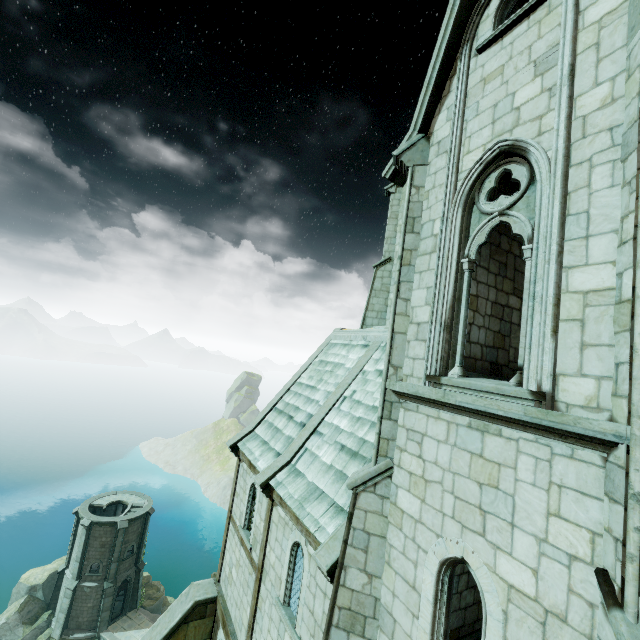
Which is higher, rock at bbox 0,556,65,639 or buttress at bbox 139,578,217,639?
buttress at bbox 139,578,217,639

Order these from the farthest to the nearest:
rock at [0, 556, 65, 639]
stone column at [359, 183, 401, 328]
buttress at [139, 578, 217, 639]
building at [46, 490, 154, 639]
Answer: building at [46, 490, 154, 639] < rock at [0, 556, 65, 639] < stone column at [359, 183, 401, 328] < buttress at [139, 578, 217, 639]

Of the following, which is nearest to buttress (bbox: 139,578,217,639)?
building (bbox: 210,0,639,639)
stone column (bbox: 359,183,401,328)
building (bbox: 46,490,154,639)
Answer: building (bbox: 210,0,639,639)

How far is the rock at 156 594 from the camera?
34.1m

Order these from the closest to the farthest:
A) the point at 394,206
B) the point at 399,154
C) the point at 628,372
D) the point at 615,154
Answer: the point at 628,372 < the point at 615,154 < the point at 399,154 < the point at 394,206

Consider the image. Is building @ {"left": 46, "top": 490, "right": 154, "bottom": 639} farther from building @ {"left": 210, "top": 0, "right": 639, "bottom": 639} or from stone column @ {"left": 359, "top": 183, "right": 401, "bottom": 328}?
stone column @ {"left": 359, "top": 183, "right": 401, "bottom": 328}

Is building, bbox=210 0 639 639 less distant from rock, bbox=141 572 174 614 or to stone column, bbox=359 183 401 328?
stone column, bbox=359 183 401 328

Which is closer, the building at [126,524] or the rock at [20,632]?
the rock at [20,632]
